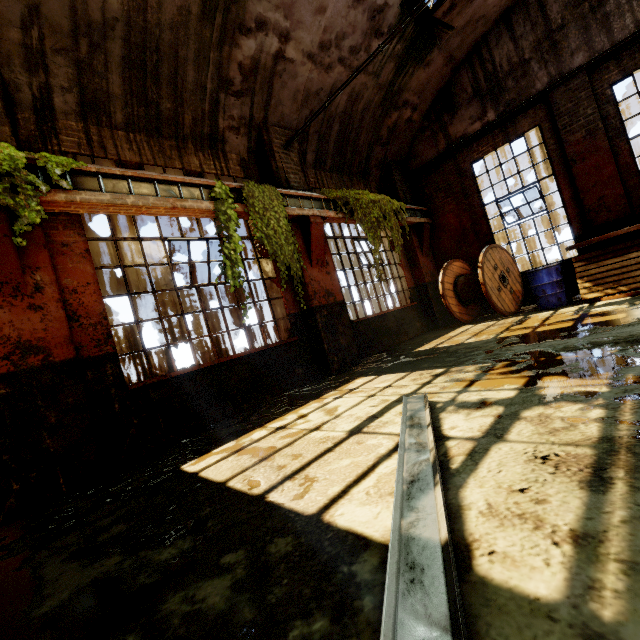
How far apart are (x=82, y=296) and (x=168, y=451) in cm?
242

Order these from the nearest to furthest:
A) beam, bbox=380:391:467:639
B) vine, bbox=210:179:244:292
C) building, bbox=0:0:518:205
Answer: beam, bbox=380:391:467:639, building, bbox=0:0:518:205, vine, bbox=210:179:244:292

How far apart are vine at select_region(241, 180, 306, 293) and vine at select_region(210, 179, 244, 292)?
0.1m

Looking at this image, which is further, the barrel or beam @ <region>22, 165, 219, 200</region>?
the barrel

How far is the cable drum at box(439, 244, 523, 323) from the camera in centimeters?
796cm

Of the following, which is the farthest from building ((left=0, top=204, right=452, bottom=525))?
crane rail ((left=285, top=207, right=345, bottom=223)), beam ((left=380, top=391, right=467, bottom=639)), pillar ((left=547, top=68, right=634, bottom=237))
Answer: beam ((left=380, top=391, right=467, bottom=639))

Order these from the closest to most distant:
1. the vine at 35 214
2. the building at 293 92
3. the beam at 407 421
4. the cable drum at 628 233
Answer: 1. the beam at 407 421
2. the vine at 35 214
3. the building at 293 92
4. the cable drum at 628 233

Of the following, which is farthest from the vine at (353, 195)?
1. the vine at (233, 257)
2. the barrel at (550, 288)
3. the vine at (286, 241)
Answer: the barrel at (550, 288)
